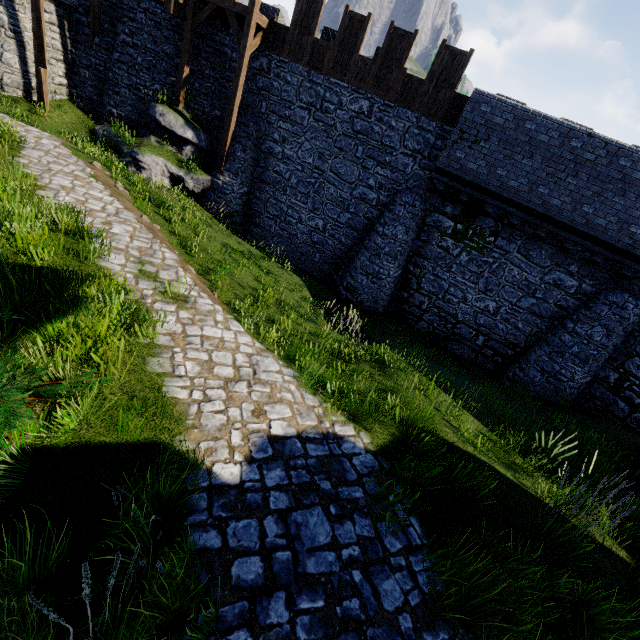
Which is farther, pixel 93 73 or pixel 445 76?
pixel 93 73

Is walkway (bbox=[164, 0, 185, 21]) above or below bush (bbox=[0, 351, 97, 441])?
above

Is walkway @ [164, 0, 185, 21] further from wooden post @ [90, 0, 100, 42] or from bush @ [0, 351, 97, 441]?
bush @ [0, 351, 97, 441]

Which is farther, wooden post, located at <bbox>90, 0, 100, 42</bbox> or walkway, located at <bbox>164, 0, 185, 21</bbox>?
wooden post, located at <bbox>90, 0, 100, 42</bbox>

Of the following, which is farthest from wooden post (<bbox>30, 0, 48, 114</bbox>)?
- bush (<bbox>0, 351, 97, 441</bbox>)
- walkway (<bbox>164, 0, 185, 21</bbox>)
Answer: bush (<bbox>0, 351, 97, 441</bbox>)

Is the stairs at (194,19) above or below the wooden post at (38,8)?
above

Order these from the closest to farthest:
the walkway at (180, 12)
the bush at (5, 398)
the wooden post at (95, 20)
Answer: the bush at (5, 398) < the walkway at (180, 12) < the wooden post at (95, 20)

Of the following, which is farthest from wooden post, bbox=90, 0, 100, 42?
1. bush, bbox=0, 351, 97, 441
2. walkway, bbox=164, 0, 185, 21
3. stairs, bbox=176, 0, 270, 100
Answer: bush, bbox=0, 351, 97, 441
